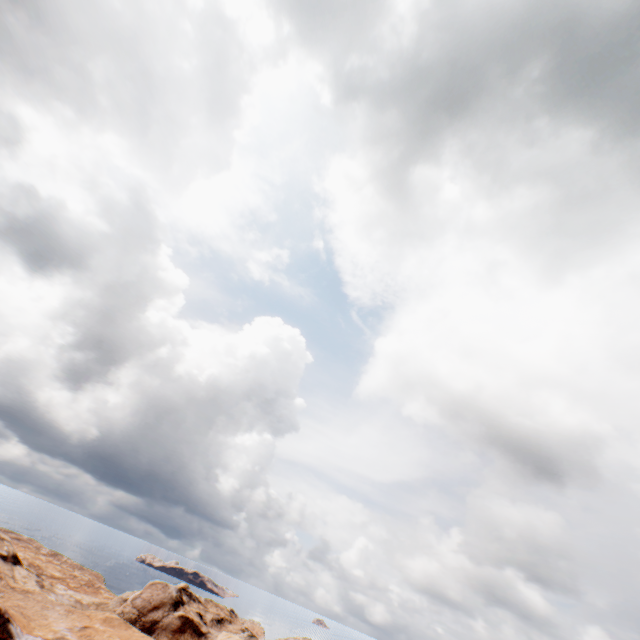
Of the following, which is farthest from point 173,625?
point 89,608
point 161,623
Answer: point 89,608
